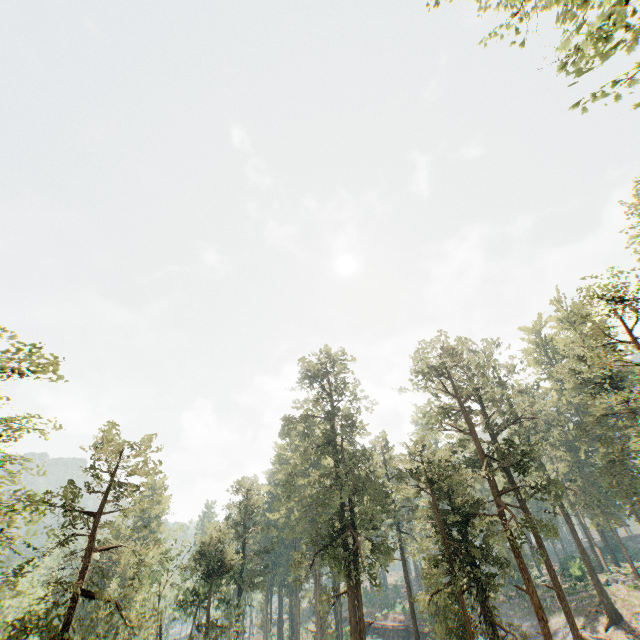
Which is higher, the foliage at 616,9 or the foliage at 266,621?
the foliage at 616,9

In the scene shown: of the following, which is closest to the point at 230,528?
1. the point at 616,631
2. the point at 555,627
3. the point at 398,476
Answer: the point at 398,476

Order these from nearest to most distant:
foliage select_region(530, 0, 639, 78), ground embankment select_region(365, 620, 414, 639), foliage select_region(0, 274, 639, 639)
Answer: foliage select_region(530, 0, 639, 78) → foliage select_region(0, 274, 639, 639) → ground embankment select_region(365, 620, 414, 639)

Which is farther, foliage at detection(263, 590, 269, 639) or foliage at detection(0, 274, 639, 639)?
foliage at detection(263, 590, 269, 639)

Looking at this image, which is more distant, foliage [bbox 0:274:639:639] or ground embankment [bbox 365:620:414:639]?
ground embankment [bbox 365:620:414:639]

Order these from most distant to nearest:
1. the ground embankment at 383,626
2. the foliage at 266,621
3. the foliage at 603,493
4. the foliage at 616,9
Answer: the foliage at 266,621
the ground embankment at 383,626
the foliage at 603,493
the foliage at 616,9
